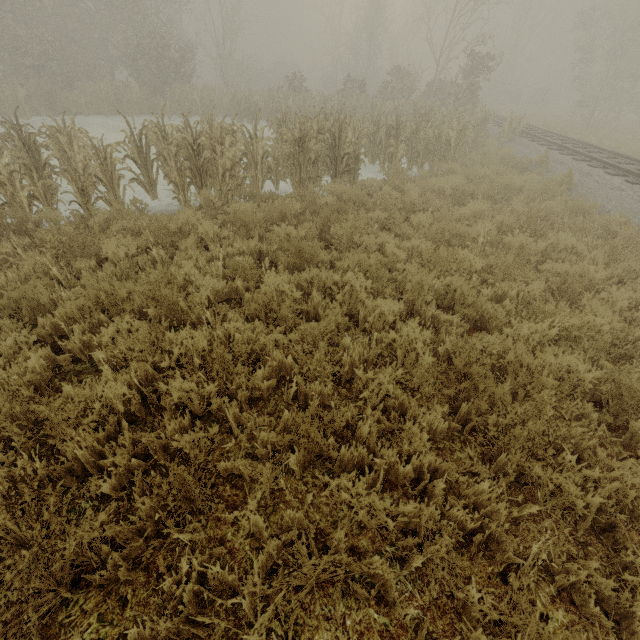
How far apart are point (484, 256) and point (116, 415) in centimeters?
583cm
